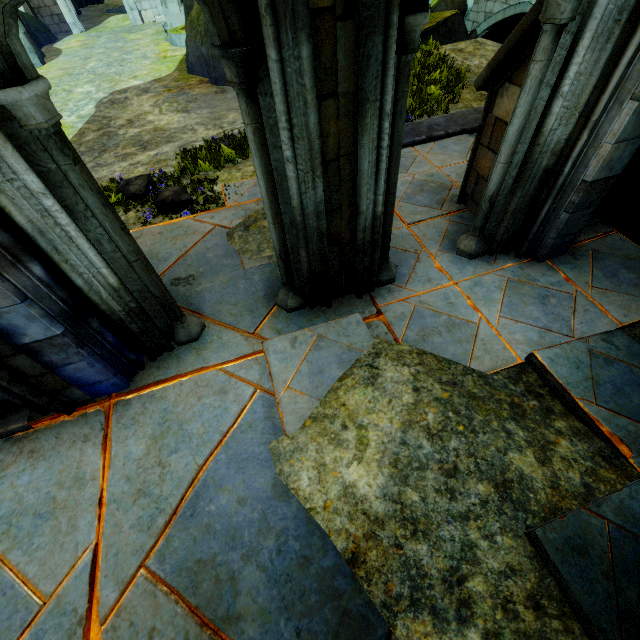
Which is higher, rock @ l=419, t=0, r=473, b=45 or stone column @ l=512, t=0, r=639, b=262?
stone column @ l=512, t=0, r=639, b=262

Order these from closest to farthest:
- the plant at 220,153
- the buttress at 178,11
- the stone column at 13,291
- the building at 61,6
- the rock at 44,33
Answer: the stone column at 13,291 → the plant at 220,153 → the rock at 44,33 → the buttress at 178,11 → the building at 61,6

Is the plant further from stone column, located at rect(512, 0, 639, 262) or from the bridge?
the bridge

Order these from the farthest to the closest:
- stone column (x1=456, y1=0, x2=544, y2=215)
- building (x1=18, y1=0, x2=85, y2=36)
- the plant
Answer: building (x1=18, y1=0, x2=85, y2=36), the plant, stone column (x1=456, y1=0, x2=544, y2=215)

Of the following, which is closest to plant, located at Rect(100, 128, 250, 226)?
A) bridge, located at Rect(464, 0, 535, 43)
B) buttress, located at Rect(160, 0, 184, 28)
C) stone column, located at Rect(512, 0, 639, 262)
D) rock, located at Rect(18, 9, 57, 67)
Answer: rock, located at Rect(18, 9, 57, 67)

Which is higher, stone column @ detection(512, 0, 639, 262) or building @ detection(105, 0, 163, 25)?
stone column @ detection(512, 0, 639, 262)

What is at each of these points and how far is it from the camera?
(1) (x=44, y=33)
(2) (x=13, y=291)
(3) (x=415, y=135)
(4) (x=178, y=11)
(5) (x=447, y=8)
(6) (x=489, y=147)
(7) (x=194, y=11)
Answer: (1) rock, 15.3m
(2) stone column, 2.0m
(3) wall trim, 5.6m
(4) buttress, 14.3m
(5) rock, 18.2m
(6) stone column, 3.6m
(7) rock, 9.7m

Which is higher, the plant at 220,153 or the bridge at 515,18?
the plant at 220,153
